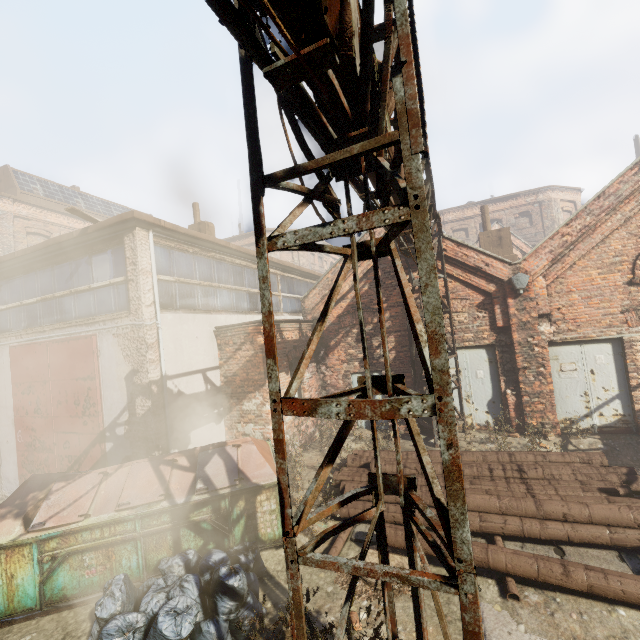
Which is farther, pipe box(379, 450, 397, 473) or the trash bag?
pipe box(379, 450, 397, 473)

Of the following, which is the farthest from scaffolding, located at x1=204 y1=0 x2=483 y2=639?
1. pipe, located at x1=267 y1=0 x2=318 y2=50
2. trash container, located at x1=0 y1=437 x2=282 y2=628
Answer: trash container, located at x1=0 y1=437 x2=282 y2=628

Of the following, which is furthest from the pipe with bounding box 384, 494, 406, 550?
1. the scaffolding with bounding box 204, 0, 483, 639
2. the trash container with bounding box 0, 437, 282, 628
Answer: the scaffolding with bounding box 204, 0, 483, 639

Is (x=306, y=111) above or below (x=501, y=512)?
above

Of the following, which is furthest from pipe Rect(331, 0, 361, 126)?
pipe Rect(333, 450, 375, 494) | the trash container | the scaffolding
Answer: the trash container

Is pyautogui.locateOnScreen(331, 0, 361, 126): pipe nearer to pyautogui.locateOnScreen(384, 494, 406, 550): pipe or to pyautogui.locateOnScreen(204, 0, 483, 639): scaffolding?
pyautogui.locateOnScreen(204, 0, 483, 639): scaffolding

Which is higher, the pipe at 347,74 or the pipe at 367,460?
the pipe at 347,74

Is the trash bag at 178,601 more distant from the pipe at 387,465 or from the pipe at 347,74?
the pipe at 347,74
